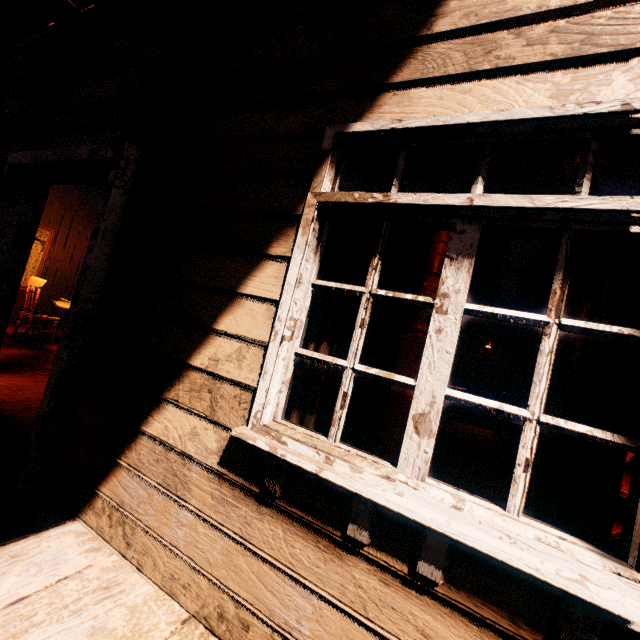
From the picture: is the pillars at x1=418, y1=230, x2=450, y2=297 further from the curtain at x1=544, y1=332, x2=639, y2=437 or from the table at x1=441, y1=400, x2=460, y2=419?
the table at x1=441, y1=400, x2=460, y2=419

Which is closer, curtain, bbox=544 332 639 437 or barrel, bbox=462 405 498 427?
curtain, bbox=544 332 639 437

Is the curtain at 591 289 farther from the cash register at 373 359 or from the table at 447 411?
the cash register at 373 359

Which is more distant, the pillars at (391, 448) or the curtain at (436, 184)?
the pillars at (391, 448)

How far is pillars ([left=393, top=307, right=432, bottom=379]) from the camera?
3.5 meters

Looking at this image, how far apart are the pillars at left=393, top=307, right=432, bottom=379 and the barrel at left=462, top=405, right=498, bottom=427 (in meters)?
7.81

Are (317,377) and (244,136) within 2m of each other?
yes

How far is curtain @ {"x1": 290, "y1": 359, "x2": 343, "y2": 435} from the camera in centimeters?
151cm
